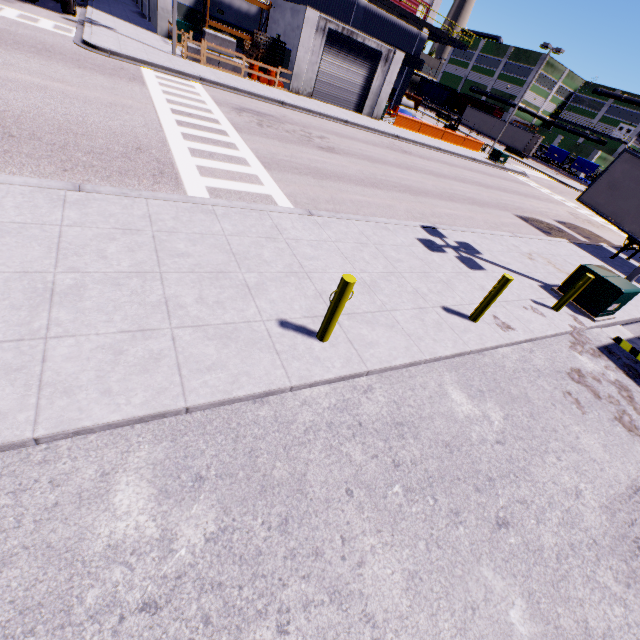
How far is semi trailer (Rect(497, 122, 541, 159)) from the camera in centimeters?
4959cm

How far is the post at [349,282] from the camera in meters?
4.4

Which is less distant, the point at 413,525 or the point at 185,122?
the point at 413,525

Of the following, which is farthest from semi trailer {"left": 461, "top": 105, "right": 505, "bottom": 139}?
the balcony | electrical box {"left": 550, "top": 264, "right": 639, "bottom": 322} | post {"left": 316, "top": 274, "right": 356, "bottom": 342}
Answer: electrical box {"left": 550, "top": 264, "right": 639, "bottom": 322}

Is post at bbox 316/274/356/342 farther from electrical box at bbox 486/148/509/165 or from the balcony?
electrical box at bbox 486/148/509/165

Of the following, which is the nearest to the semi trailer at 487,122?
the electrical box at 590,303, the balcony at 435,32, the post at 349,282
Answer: the balcony at 435,32

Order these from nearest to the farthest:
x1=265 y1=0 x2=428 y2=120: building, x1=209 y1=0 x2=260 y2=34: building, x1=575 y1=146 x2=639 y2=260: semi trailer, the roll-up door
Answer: x1=575 y1=146 x2=639 y2=260: semi trailer
x1=265 y1=0 x2=428 y2=120: building
the roll-up door
x1=209 y1=0 x2=260 y2=34: building

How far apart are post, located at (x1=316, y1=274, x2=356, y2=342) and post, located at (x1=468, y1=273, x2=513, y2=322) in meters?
3.5 m
